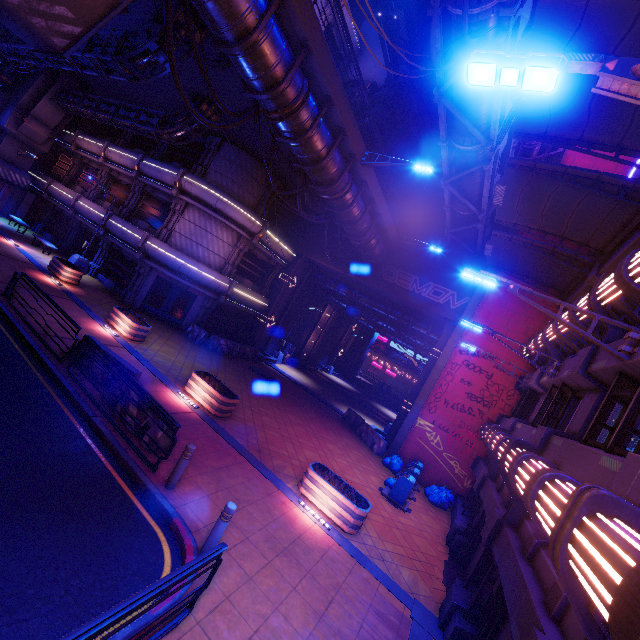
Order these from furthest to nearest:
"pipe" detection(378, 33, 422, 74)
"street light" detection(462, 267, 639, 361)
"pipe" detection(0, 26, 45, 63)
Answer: "pipe" detection(378, 33, 422, 74), "pipe" detection(0, 26, 45, 63), "street light" detection(462, 267, 639, 361)

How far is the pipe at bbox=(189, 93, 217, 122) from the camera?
17.0m

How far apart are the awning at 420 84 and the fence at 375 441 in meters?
17.8 m

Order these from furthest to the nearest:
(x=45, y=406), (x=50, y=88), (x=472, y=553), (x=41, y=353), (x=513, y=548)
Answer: (x=50, y=88) < (x=472, y=553) < (x=41, y=353) < (x=45, y=406) < (x=513, y=548)

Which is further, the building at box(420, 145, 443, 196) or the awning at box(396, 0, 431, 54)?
the building at box(420, 145, 443, 196)

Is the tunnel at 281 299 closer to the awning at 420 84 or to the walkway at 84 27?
the walkway at 84 27

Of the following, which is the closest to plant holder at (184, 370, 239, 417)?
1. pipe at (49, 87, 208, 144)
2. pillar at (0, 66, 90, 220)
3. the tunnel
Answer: the tunnel

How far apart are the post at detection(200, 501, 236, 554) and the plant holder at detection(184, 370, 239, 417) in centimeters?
598cm
